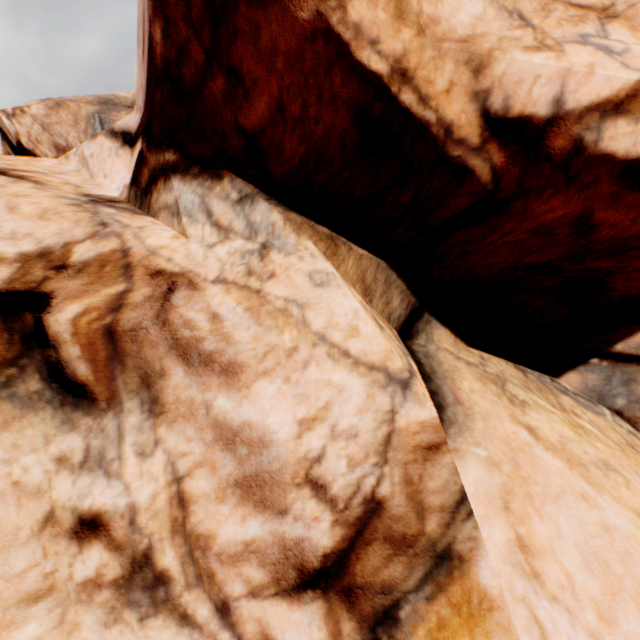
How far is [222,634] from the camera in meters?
3.2
